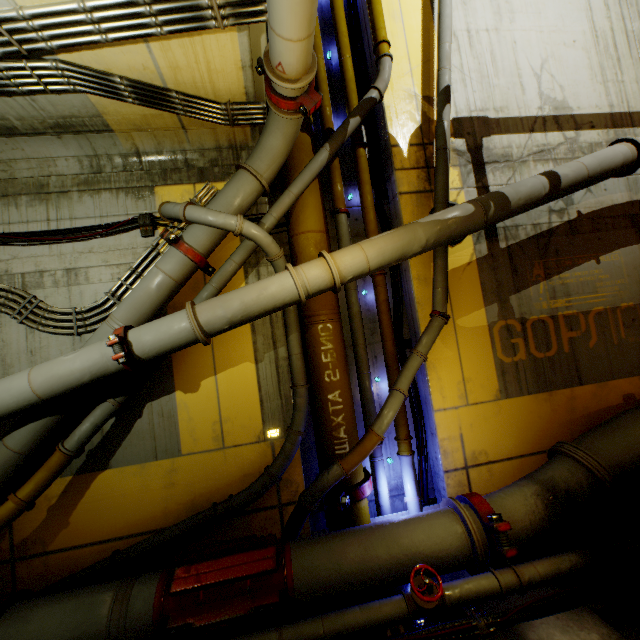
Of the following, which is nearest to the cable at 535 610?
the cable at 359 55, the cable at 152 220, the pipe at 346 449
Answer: the pipe at 346 449

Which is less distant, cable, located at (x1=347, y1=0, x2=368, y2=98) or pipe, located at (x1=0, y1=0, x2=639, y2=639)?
pipe, located at (x1=0, y1=0, x2=639, y2=639)

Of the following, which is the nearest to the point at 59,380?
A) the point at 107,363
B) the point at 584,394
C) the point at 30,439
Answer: the point at 107,363

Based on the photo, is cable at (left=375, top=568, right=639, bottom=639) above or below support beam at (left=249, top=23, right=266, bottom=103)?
below

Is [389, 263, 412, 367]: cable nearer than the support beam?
No

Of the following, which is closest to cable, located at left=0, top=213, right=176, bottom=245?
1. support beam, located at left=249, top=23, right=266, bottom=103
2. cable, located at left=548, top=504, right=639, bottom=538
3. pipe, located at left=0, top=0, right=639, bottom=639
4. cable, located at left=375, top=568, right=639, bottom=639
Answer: pipe, located at left=0, top=0, right=639, bottom=639

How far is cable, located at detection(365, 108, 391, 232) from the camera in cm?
629

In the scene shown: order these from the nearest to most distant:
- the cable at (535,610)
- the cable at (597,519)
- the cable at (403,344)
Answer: the cable at (535,610) → the cable at (597,519) → the cable at (403,344)
